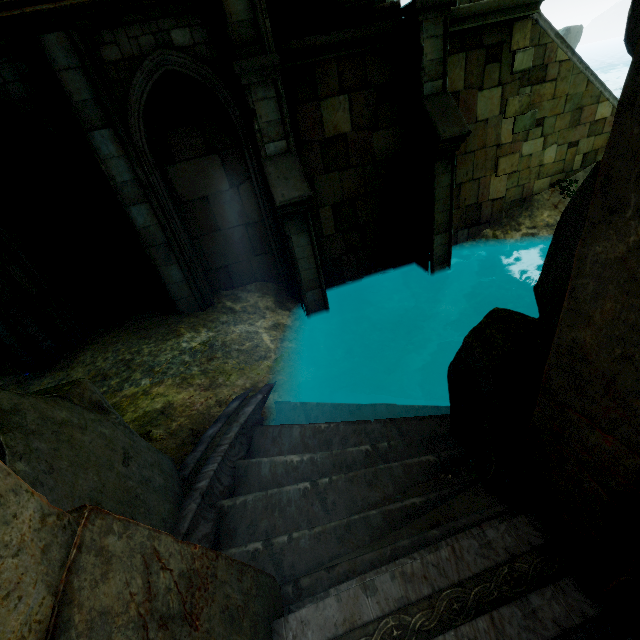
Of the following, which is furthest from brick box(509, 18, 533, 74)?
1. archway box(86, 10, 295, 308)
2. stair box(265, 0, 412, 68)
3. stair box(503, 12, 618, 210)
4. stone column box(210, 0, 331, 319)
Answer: archway box(86, 10, 295, 308)

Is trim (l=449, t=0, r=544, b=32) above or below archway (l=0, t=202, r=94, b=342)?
above

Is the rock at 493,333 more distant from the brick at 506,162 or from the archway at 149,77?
the brick at 506,162

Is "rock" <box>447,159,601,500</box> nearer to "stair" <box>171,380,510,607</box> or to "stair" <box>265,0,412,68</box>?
"stair" <box>171,380,510,607</box>

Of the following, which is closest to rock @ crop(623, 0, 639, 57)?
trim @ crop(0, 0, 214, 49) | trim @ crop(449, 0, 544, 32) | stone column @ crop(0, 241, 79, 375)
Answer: trim @ crop(0, 0, 214, 49)

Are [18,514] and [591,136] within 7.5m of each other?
no

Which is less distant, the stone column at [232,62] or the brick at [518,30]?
the stone column at [232,62]

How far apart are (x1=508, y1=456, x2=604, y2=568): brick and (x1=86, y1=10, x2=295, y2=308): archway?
6.26m
